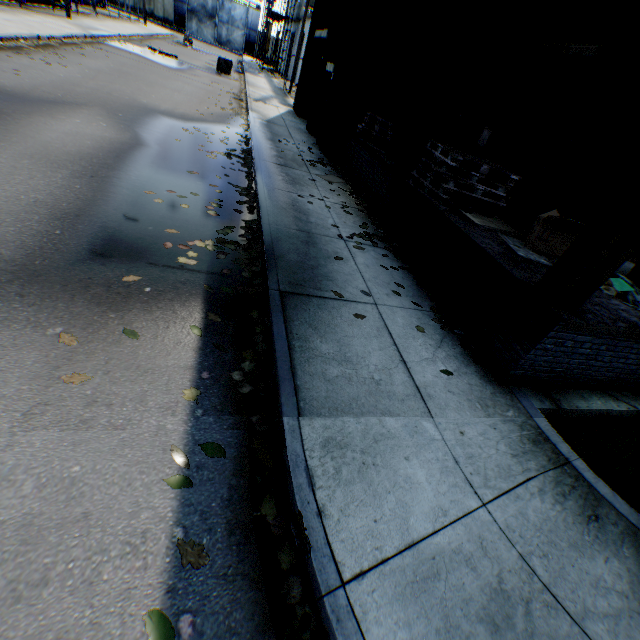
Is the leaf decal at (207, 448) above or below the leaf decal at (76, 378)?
above

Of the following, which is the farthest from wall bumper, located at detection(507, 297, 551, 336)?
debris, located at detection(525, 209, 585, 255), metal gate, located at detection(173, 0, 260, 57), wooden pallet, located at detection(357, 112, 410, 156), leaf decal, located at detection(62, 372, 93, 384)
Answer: metal gate, located at detection(173, 0, 260, 57)

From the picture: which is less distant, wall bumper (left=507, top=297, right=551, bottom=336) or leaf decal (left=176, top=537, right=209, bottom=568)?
leaf decal (left=176, top=537, right=209, bottom=568)

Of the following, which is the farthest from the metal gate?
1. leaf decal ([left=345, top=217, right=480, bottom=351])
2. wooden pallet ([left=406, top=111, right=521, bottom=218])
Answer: leaf decal ([left=345, top=217, right=480, bottom=351])

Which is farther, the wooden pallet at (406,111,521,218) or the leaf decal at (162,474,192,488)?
the wooden pallet at (406,111,521,218)

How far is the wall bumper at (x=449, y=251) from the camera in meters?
3.8

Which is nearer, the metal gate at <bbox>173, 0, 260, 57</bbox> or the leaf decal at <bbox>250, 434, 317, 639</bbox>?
the leaf decal at <bbox>250, 434, 317, 639</bbox>

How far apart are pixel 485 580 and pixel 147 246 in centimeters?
476cm
